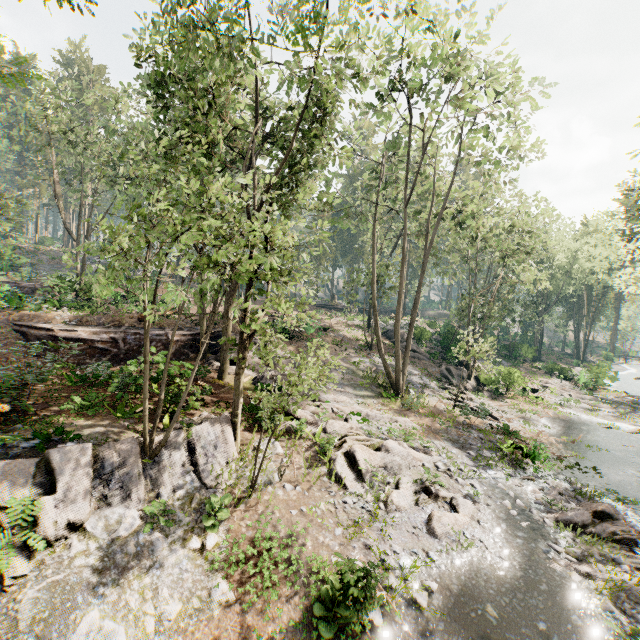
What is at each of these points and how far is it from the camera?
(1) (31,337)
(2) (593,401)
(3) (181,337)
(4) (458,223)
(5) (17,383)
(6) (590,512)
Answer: (1) ground embankment, 18.56m
(2) foliage, 29.41m
(3) ground embankment, 20.59m
(4) foliage, 31.53m
(5) foliage, 10.62m
(6) foliage, 12.45m

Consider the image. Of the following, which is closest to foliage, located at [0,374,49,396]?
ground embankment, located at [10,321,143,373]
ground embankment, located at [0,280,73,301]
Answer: ground embankment, located at [10,321,143,373]

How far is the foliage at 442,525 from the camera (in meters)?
10.67

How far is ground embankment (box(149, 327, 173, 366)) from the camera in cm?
1230

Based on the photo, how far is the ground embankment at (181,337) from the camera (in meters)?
20.25

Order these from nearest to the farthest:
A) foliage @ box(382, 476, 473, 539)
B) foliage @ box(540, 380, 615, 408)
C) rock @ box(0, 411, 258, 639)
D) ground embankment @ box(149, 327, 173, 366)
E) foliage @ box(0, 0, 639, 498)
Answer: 1. rock @ box(0, 411, 258, 639)
2. foliage @ box(0, 0, 639, 498)
3. foliage @ box(382, 476, 473, 539)
4. ground embankment @ box(149, 327, 173, 366)
5. foliage @ box(540, 380, 615, 408)

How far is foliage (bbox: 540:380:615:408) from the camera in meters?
29.0 m

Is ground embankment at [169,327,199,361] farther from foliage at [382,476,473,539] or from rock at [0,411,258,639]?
rock at [0,411,258,639]
